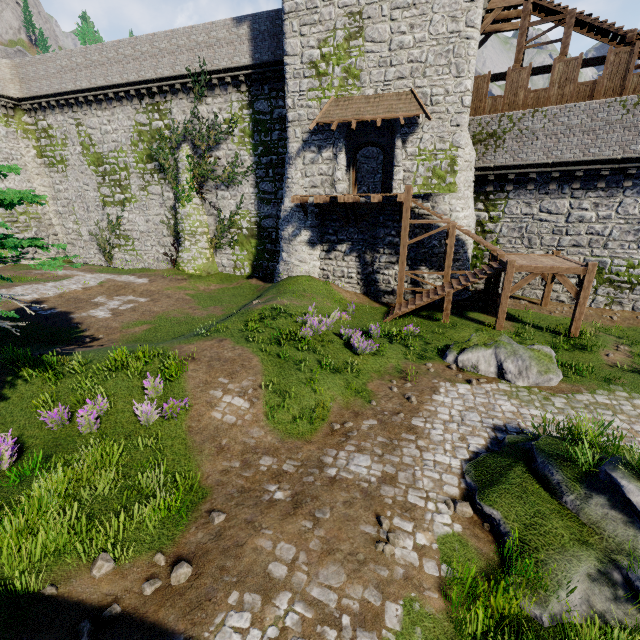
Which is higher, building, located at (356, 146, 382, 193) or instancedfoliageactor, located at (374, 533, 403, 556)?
building, located at (356, 146, 382, 193)

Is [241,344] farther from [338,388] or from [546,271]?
[546,271]

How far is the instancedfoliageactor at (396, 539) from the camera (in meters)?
5.41

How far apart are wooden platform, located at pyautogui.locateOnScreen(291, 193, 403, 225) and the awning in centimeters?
309cm

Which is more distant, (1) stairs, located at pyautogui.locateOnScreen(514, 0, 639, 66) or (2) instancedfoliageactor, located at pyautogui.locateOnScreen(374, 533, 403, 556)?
(1) stairs, located at pyautogui.locateOnScreen(514, 0, 639, 66)

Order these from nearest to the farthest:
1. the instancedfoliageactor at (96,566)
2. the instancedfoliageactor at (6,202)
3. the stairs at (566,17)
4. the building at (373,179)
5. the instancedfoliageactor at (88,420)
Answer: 1. the instancedfoliageactor at (96,566)
2. the instancedfoliageactor at (6,202)
3. the instancedfoliageactor at (88,420)
4. the stairs at (566,17)
5. the building at (373,179)

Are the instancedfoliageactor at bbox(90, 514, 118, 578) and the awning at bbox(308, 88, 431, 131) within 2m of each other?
no

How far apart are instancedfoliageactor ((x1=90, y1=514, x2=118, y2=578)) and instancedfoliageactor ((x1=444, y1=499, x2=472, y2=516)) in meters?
5.8
